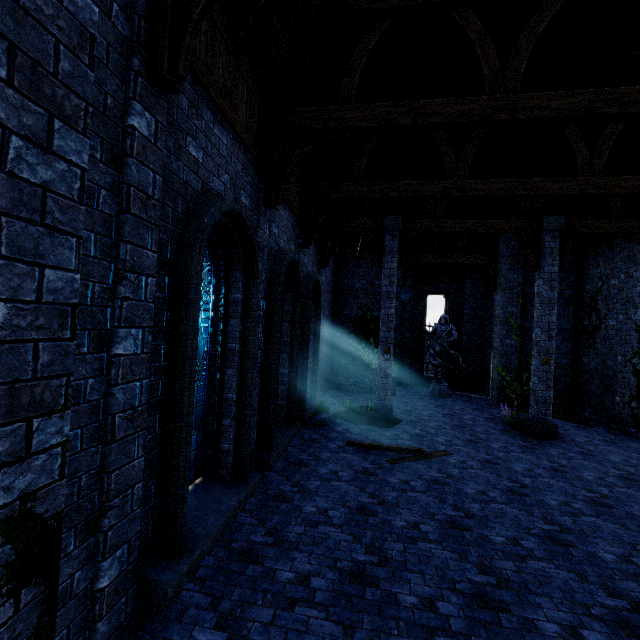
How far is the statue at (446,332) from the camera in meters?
15.7 m

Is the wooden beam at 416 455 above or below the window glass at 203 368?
below

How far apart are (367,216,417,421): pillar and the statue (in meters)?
5.15

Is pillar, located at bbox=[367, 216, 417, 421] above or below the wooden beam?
above

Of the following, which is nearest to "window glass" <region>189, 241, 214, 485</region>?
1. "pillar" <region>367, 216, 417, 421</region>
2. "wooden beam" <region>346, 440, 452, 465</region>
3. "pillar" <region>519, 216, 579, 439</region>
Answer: "wooden beam" <region>346, 440, 452, 465</region>

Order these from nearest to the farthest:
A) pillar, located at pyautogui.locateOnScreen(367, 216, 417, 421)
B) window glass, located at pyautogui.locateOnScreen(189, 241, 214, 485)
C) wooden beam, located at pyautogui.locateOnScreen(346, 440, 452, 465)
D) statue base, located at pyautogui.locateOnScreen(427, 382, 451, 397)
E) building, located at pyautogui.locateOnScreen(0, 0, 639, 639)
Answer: building, located at pyautogui.locateOnScreen(0, 0, 639, 639)
window glass, located at pyautogui.locateOnScreen(189, 241, 214, 485)
wooden beam, located at pyautogui.locateOnScreen(346, 440, 452, 465)
pillar, located at pyautogui.locateOnScreen(367, 216, 417, 421)
statue base, located at pyautogui.locateOnScreen(427, 382, 451, 397)

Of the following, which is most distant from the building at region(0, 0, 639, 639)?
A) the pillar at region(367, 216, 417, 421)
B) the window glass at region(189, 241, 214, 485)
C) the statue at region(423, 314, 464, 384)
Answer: the statue at region(423, 314, 464, 384)

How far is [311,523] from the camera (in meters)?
5.12
